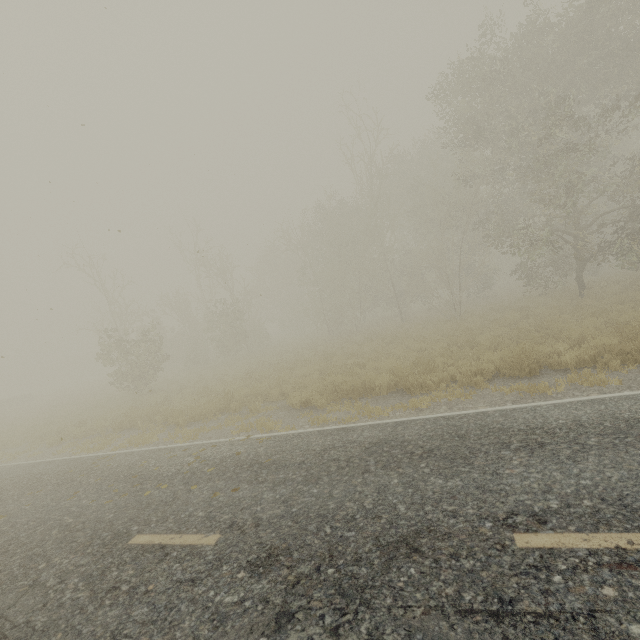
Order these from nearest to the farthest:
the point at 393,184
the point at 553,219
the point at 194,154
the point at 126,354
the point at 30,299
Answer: the point at 194,154 → the point at 126,354 → the point at 30,299 → the point at 553,219 → the point at 393,184
